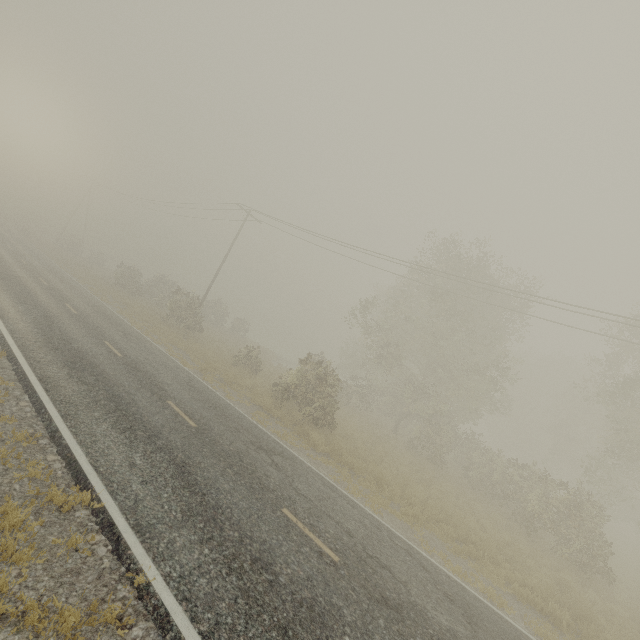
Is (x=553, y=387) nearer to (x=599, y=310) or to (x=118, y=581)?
(x=599, y=310)

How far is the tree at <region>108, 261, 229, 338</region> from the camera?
26.85m

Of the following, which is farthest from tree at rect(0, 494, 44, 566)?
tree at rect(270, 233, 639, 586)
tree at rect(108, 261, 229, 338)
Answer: tree at rect(270, 233, 639, 586)

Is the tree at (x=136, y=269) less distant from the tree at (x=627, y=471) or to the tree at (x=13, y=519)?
the tree at (x=13, y=519)

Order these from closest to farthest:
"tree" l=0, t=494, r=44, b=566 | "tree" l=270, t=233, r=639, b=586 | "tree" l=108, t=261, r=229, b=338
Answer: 1. "tree" l=0, t=494, r=44, b=566
2. "tree" l=270, t=233, r=639, b=586
3. "tree" l=108, t=261, r=229, b=338

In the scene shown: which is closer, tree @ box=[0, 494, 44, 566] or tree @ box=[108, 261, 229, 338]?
tree @ box=[0, 494, 44, 566]

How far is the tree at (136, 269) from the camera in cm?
2685
